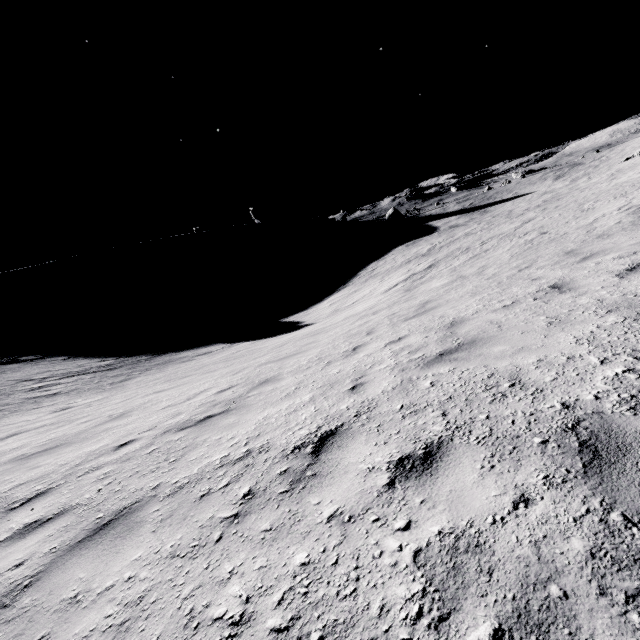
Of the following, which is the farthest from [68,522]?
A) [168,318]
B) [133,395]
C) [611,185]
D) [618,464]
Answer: [168,318]
